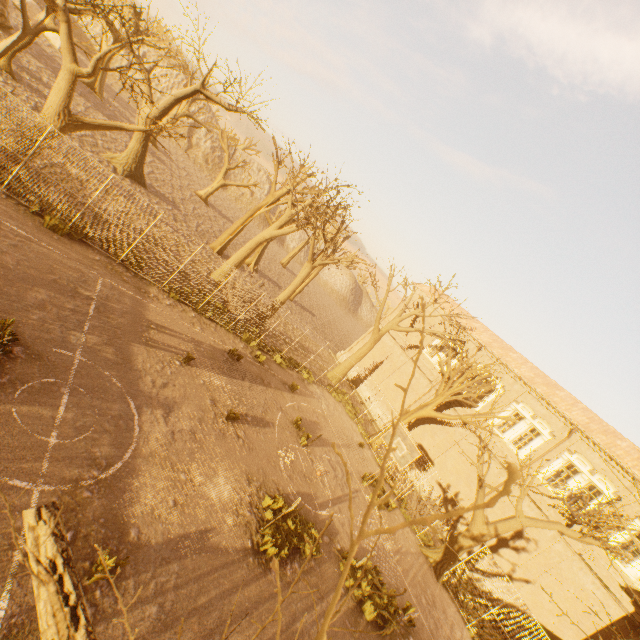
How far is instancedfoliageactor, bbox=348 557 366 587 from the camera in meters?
10.7 m

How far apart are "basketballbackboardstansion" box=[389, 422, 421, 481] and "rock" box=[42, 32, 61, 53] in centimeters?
4853cm

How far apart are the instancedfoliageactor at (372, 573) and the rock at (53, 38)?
50.93m

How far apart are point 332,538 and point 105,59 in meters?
45.3 m

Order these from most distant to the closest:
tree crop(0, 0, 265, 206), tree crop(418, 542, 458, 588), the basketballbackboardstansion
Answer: tree crop(418, 542, 458, 588)
the basketballbackboardstansion
tree crop(0, 0, 265, 206)

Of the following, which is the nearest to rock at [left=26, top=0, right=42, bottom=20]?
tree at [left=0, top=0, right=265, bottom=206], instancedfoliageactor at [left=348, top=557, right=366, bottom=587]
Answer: tree at [left=0, top=0, right=265, bottom=206]

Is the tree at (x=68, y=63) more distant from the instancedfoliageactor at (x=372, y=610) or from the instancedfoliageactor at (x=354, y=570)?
the instancedfoliageactor at (x=354, y=570)

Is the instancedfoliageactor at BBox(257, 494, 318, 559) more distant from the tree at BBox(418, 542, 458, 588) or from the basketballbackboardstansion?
the tree at BBox(418, 542, 458, 588)
